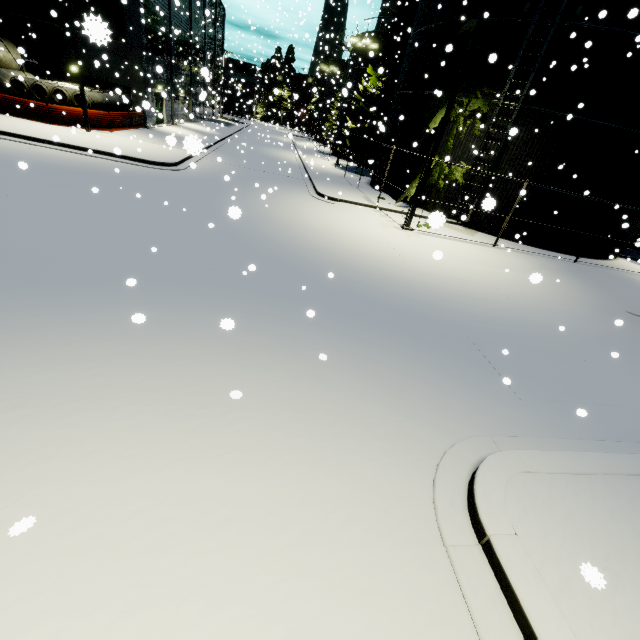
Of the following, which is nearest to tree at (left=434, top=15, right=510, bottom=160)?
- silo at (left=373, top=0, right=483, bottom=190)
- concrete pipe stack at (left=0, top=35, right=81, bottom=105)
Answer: silo at (left=373, top=0, right=483, bottom=190)

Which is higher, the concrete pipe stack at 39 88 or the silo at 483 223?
the concrete pipe stack at 39 88

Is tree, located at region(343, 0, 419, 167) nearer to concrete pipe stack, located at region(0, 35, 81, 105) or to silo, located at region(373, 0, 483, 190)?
silo, located at region(373, 0, 483, 190)

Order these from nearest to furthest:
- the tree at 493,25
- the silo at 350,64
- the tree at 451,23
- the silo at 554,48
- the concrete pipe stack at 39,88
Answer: the silo at 554,48 < the tree at 493,25 < the tree at 451,23 < the concrete pipe stack at 39,88 < the silo at 350,64

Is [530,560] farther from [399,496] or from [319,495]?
[319,495]

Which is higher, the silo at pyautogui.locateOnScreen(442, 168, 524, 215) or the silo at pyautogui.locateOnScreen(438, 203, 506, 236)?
the silo at pyautogui.locateOnScreen(442, 168, 524, 215)
